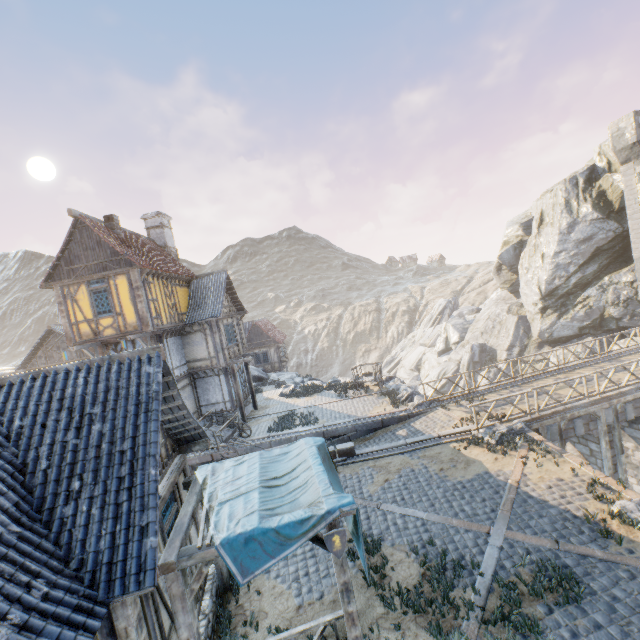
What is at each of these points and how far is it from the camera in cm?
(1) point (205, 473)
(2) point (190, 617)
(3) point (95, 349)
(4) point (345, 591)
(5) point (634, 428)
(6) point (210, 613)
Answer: (1) fabric, 782
(2) awning, 532
(3) wooden structure, 1634
(4) awning, 579
(5) bridge support, 1566
(6) stone foundation, 716

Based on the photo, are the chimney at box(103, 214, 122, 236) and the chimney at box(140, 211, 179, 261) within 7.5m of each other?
yes

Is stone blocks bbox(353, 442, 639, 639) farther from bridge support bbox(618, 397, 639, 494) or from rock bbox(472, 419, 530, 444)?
bridge support bbox(618, 397, 639, 494)

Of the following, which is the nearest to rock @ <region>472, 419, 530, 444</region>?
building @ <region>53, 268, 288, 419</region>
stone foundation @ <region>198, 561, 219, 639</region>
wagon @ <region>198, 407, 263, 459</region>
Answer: stone foundation @ <region>198, 561, 219, 639</region>

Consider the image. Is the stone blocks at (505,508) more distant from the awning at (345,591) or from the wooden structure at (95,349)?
the wooden structure at (95,349)

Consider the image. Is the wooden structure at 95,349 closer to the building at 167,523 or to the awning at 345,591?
the building at 167,523

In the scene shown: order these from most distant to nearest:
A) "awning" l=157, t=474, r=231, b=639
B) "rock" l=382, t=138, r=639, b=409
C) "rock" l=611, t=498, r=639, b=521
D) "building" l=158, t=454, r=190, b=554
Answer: "rock" l=382, t=138, r=639, b=409 < "rock" l=611, t=498, r=639, b=521 < "building" l=158, t=454, r=190, b=554 < "awning" l=157, t=474, r=231, b=639

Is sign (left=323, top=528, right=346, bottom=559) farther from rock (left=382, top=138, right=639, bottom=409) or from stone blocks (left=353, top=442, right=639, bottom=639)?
rock (left=382, top=138, right=639, bottom=409)
